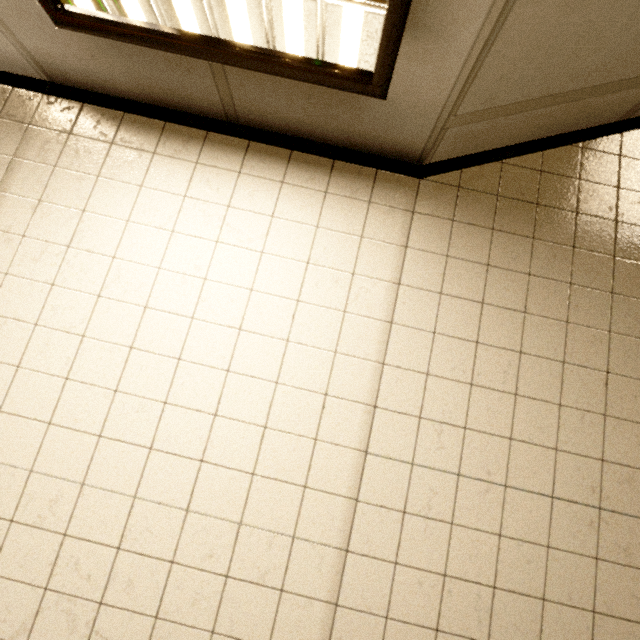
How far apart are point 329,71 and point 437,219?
0.60m
